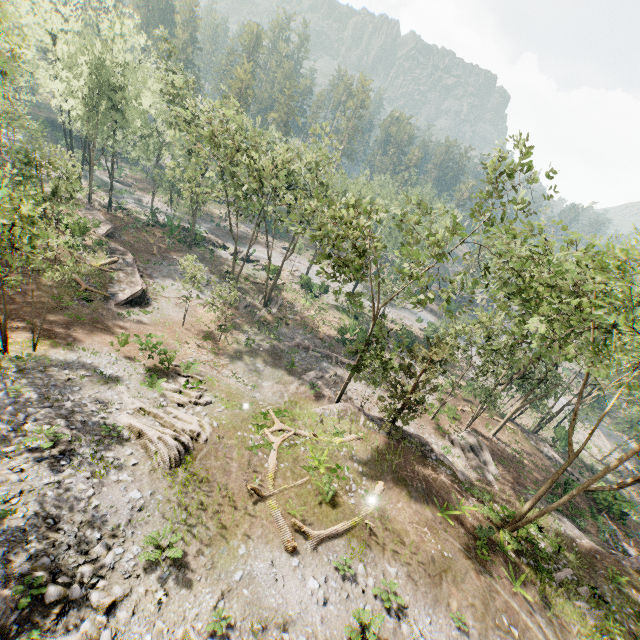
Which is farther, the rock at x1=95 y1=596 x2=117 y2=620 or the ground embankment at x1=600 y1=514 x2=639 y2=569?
the ground embankment at x1=600 y1=514 x2=639 y2=569

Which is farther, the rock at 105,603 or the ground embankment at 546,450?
the ground embankment at 546,450

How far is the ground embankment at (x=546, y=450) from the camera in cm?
3294

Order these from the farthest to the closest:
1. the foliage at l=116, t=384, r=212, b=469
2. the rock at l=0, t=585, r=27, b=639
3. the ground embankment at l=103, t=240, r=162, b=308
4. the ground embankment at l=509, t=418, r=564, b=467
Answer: the ground embankment at l=509, t=418, r=564, b=467 → the ground embankment at l=103, t=240, r=162, b=308 → the foliage at l=116, t=384, r=212, b=469 → the rock at l=0, t=585, r=27, b=639

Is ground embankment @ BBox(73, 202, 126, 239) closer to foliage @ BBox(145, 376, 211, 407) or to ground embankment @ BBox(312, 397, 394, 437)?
foliage @ BBox(145, 376, 211, 407)

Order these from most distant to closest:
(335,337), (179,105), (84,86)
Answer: (179,105) → (335,337) → (84,86)

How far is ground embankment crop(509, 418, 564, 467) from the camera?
32.94m

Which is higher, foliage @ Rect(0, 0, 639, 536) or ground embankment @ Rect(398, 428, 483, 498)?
foliage @ Rect(0, 0, 639, 536)
